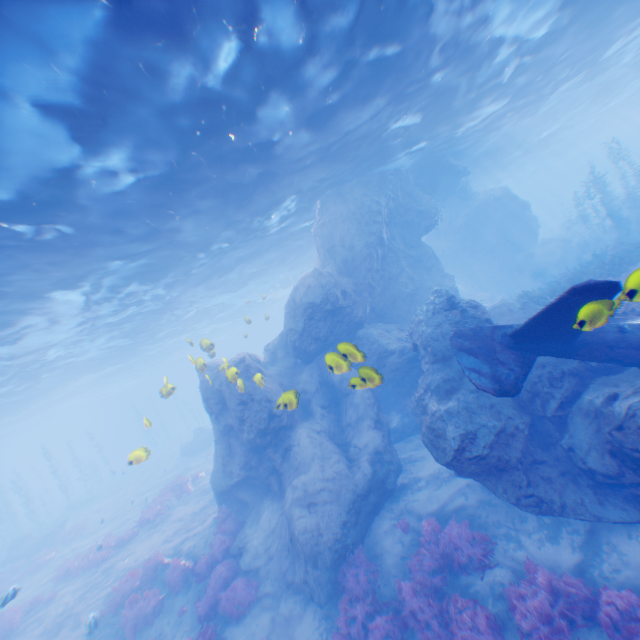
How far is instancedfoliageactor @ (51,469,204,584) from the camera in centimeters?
1686cm

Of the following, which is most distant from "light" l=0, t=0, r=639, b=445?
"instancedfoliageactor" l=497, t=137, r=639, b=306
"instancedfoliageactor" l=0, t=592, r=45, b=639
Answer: "instancedfoliageactor" l=0, t=592, r=45, b=639

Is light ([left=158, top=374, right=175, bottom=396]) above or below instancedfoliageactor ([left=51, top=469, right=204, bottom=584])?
above

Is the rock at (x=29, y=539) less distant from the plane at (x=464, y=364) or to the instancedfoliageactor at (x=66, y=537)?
the instancedfoliageactor at (x=66, y=537)

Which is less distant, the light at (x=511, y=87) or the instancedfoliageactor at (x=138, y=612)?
the light at (x=511, y=87)

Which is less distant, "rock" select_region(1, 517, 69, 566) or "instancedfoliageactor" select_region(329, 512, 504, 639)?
"instancedfoliageactor" select_region(329, 512, 504, 639)

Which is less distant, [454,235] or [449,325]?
[449,325]

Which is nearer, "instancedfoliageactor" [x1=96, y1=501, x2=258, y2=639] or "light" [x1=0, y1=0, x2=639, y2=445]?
"light" [x1=0, y1=0, x2=639, y2=445]
